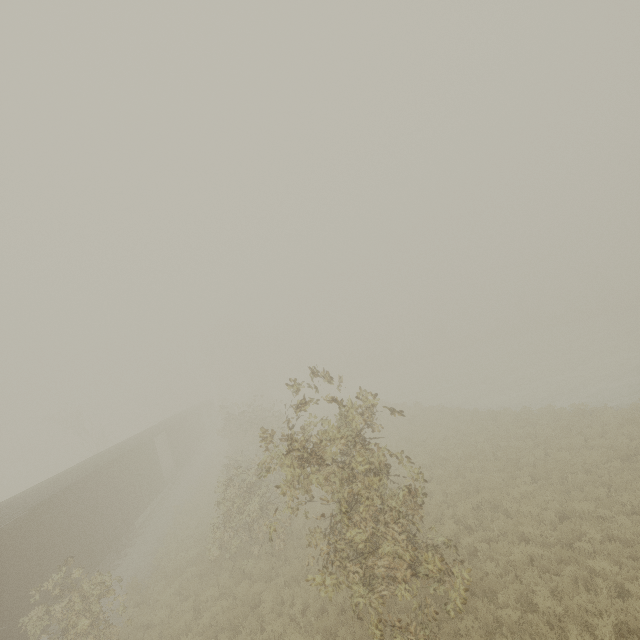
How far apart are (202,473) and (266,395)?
23.6m
